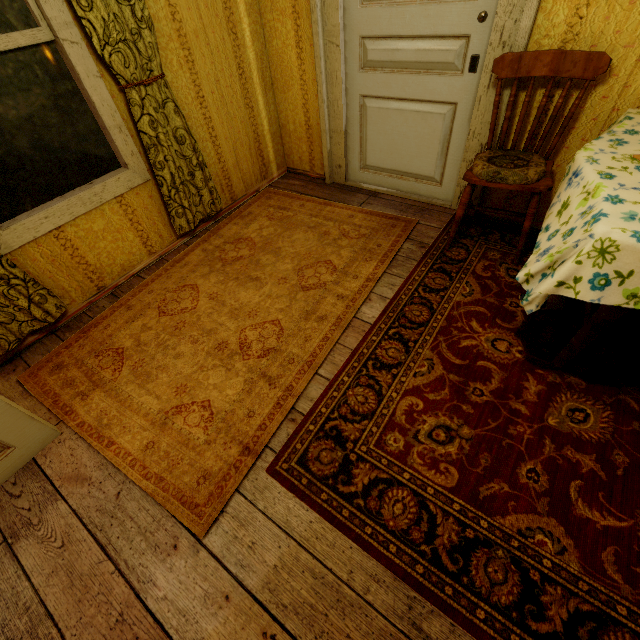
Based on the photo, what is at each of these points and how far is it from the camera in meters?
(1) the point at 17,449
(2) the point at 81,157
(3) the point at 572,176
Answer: (1) door, 1.6 m
(2) window, 2.1 m
(3) tablecloth, 1.5 m

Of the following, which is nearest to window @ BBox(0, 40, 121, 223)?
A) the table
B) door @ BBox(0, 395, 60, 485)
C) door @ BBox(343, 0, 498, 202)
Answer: door @ BBox(0, 395, 60, 485)

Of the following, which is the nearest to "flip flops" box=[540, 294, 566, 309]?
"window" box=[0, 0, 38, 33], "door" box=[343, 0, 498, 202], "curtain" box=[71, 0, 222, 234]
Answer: "door" box=[343, 0, 498, 202]

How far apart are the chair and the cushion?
0.0m

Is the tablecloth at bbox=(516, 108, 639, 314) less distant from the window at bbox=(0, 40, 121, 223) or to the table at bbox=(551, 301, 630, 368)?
the table at bbox=(551, 301, 630, 368)

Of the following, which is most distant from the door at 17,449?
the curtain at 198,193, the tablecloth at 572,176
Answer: the tablecloth at 572,176

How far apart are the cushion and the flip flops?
0.62m

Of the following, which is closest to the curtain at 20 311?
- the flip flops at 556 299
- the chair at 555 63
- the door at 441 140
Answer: the door at 441 140
